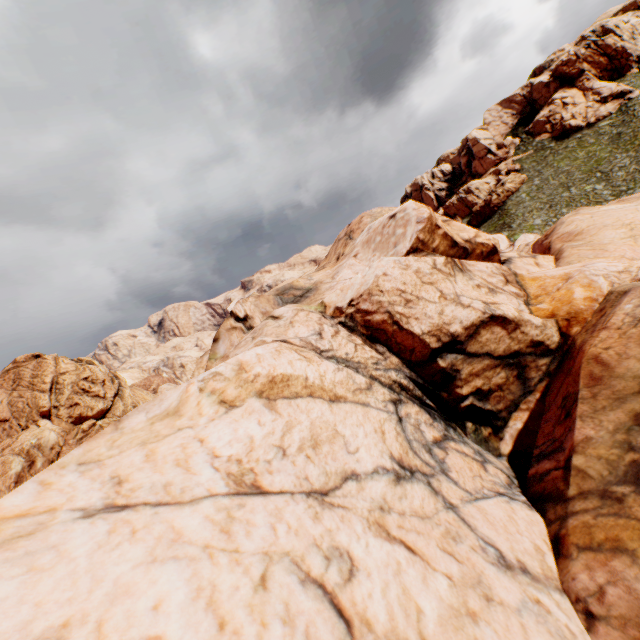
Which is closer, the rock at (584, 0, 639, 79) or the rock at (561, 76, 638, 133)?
the rock at (561, 76, 638, 133)

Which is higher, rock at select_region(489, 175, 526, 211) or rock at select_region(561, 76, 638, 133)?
rock at select_region(561, 76, 638, 133)

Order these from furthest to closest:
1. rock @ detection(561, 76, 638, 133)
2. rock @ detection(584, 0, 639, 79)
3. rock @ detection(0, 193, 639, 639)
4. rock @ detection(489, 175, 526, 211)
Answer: rock @ detection(489, 175, 526, 211) → rock @ detection(584, 0, 639, 79) → rock @ detection(561, 76, 638, 133) → rock @ detection(0, 193, 639, 639)

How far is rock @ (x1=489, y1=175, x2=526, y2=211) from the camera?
58.84m

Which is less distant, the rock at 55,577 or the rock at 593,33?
the rock at 55,577

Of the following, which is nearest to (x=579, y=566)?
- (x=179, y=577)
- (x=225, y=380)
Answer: (x=179, y=577)

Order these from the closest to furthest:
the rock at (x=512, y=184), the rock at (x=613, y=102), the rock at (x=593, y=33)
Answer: the rock at (x=613, y=102)
the rock at (x=593, y=33)
the rock at (x=512, y=184)
